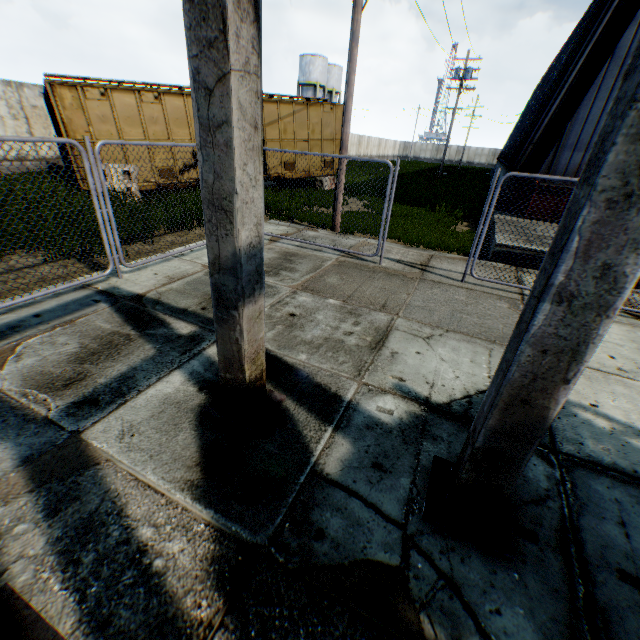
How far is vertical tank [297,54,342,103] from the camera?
44.41m

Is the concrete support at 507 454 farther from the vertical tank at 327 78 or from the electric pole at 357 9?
the vertical tank at 327 78

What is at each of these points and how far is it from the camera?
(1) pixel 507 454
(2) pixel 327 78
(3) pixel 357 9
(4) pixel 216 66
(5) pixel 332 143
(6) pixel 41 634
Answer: (1) concrete support, 2.03m
(2) vertical tank, 49.31m
(3) electric pole, 7.58m
(4) concrete support, 1.79m
(5) train, 17.39m
(6) concrete support, 1.69m

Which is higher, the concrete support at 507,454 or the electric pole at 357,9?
the electric pole at 357,9

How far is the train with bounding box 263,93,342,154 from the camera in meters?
14.9 m

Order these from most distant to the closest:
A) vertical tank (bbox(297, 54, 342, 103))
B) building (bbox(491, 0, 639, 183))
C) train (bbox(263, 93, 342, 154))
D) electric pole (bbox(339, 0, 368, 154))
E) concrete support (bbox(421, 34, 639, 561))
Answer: vertical tank (bbox(297, 54, 342, 103)), train (bbox(263, 93, 342, 154)), building (bbox(491, 0, 639, 183)), electric pole (bbox(339, 0, 368, 154)), concrete support (bbox(421, 34, 639, 561))

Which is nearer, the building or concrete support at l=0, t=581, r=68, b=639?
concrete support at l=0, t=581, r=68, b=639
